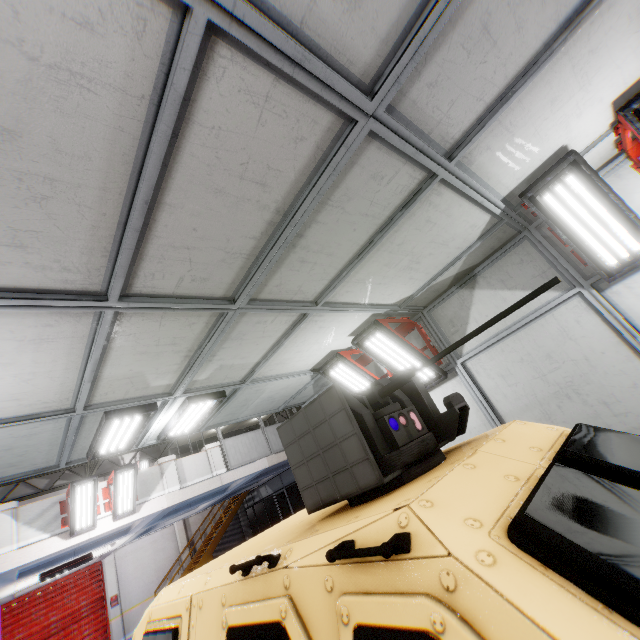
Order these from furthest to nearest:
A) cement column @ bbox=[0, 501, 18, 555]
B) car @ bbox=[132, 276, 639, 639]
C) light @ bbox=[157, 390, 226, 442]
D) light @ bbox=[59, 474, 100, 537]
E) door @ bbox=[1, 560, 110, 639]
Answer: door @ bbox=[1, 560, 110, 639] → light @ bbox=[59, 474, 100, 537] → cement column @ bbox=[0, 501, 18, 555] → light @ bbox=[157, 390, 226, 442] → car @ bbox=[132, 276, 639, 639]

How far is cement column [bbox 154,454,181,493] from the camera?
10.76m

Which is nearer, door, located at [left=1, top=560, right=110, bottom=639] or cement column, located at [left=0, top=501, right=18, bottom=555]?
cement column, located at [left=0, top=501, right=18, bottom=555]

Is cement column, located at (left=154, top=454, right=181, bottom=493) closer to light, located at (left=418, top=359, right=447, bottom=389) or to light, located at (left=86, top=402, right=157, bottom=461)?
light, located at (left=86, top=402, right=157, bottom=461)

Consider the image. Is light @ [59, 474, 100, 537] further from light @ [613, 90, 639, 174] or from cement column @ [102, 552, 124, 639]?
light @ [613, 90, 639, 174]

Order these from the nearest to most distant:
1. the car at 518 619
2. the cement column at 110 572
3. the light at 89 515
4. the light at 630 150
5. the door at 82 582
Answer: the car at 518 619 → the light at 630 150 → the light at 89 515 → the door at 82 582 → the cement column at 110 572

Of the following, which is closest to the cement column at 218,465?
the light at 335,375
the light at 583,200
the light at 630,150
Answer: the light at 335,375

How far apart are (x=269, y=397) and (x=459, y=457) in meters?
5.3 m
